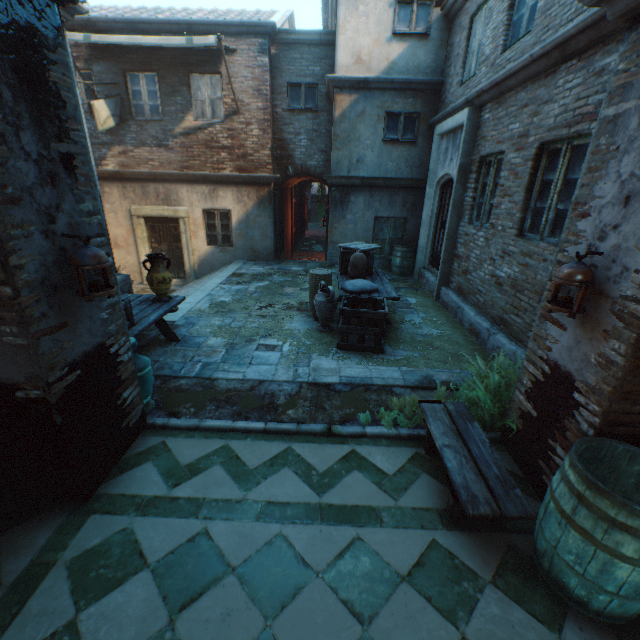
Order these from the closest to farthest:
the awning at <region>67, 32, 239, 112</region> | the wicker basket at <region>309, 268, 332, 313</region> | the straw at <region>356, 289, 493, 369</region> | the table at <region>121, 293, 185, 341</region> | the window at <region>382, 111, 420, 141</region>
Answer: the table at <region>121, 293, 185, 341</region>, the straw at <region>356, 289, 493, 369</region>, the wicker basket at <region>309, 268, 332, 313</region>, the awning at <region>67, 32, 239, 112</region>, the window at <region>382, 111, 420, 141</region>

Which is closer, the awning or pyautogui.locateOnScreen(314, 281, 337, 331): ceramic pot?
pyautogui.locateOnScreen(314, 281, 337, 331): ceramic pot

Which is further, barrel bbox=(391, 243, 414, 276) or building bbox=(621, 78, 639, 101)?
barrel bbox=(391, 243, 414, 276)

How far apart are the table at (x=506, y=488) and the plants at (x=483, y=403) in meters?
0.1

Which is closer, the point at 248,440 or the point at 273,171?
the point at 248,440

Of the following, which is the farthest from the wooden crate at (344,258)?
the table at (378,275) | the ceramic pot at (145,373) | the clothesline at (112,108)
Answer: the clothesline at (112,108)

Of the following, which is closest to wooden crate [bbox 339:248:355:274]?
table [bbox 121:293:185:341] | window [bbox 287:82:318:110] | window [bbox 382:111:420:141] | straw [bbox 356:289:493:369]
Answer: straw [bbox 356:289:493:369]

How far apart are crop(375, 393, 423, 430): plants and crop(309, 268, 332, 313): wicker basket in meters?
3.3
